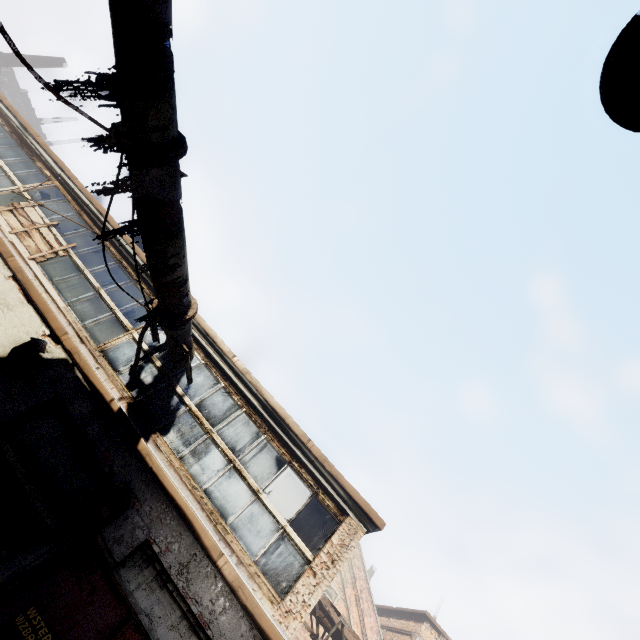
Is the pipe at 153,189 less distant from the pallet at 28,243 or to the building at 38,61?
the pallet at 28,243

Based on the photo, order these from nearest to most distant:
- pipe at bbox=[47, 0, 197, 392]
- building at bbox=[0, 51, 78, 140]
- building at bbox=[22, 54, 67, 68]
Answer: pipe at bbox=[47, 0, 197, 392] < building at bbox=[0, 51, 78, 140] < building at bbox=[22, 54, 67, 68]

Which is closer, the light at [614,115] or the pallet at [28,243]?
the light at [614,115]

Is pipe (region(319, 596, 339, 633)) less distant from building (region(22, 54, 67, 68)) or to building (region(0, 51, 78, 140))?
building (region(22, 54, 67, 68))

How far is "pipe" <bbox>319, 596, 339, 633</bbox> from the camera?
10.3m

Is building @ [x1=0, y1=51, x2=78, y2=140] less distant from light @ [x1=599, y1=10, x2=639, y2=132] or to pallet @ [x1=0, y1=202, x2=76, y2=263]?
pallet @ [x1=0, y1=202, x2=76, y2=263]

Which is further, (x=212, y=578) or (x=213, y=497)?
(x=213, y=497)

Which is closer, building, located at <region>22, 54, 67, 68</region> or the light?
the light
